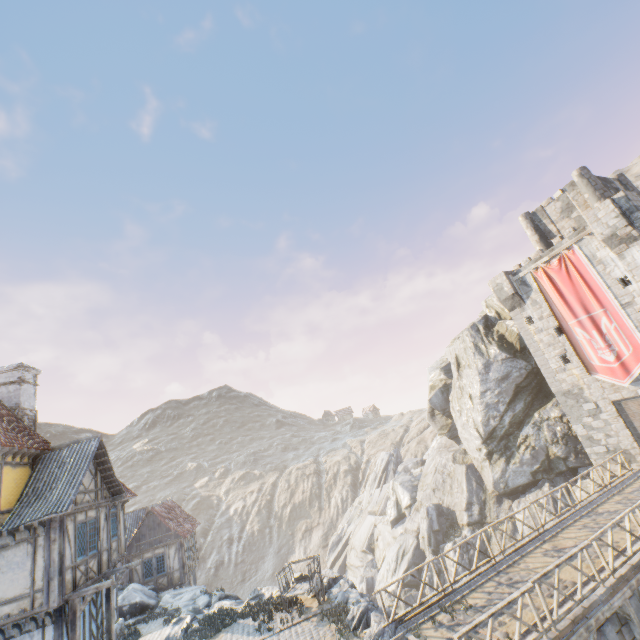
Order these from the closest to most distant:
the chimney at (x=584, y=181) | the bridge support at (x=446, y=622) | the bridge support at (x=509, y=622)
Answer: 1. the bridge support at (x=509, y=622)
2. the bridge support at (x=446, y=622)
3. the chimney at (x=584, y=181)

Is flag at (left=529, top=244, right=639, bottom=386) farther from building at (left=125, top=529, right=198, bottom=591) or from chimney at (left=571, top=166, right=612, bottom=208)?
building at (left=125, top=529, right=198, bottom=591)

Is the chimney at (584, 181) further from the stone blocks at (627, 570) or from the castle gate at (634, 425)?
the stone blocks at (627, 570)

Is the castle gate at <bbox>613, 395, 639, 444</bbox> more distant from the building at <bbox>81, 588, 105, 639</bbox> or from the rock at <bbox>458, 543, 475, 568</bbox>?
the building at <bbox>81, 588, 105, 639</bbox>

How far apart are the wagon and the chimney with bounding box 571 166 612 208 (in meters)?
28.51

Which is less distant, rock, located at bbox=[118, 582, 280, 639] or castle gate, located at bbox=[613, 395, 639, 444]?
rock, located at bbox=[118, 582, 280, 639]

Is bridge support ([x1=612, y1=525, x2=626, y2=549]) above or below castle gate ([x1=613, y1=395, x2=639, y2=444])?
below

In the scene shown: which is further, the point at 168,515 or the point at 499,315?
the point at 499,315
